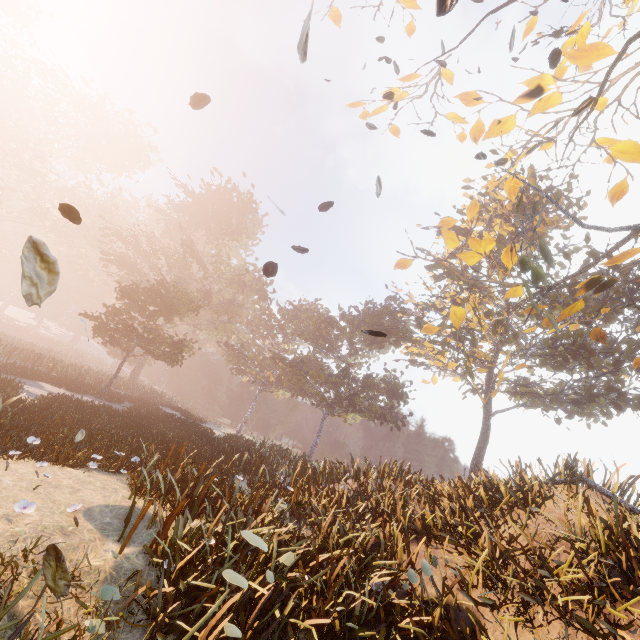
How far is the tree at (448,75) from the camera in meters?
9.5 m

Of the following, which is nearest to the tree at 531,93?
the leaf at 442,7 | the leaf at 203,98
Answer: the leaf at 203,98

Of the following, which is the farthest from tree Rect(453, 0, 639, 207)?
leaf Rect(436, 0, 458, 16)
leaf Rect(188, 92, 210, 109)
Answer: leaf Rect(436, 0, 458, 16)

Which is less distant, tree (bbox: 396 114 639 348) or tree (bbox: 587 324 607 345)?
tree (bbox: 396 114 639 348)

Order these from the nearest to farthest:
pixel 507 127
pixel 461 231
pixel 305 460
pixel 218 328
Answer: pixel 507 127, pixel 305 460, pixel 461 231, pixel 218 328

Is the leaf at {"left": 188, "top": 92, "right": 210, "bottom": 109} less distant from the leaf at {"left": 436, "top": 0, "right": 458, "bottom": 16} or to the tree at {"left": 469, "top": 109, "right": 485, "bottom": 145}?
the leaf at {"left": 436, "top": 0, "right": 458, "bottom": 16}
